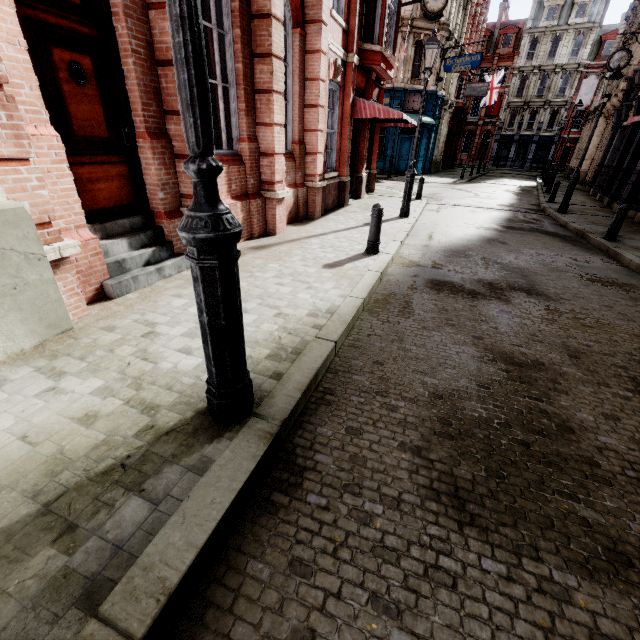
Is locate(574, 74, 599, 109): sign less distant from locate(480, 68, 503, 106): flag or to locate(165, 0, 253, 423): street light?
locate(480, 68, 503, 106): flag

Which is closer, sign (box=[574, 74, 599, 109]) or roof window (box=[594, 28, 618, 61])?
sign (box=[574, 74, 599, 109])

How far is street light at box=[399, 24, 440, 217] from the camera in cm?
852

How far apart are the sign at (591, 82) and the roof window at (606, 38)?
20.9 meters

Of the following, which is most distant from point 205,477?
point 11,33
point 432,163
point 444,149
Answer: point 444,149

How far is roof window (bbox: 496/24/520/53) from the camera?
43.5 meters

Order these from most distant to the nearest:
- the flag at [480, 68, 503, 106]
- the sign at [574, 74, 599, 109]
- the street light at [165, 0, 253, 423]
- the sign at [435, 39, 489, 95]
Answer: the flag at [480, 68, 503, 106] → the sign at [574, 74, 599, 109] → the sign at [435, 39, 489, 95] → the street light at [165, 0, 253, 423]

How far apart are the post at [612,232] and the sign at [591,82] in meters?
29.9 m
